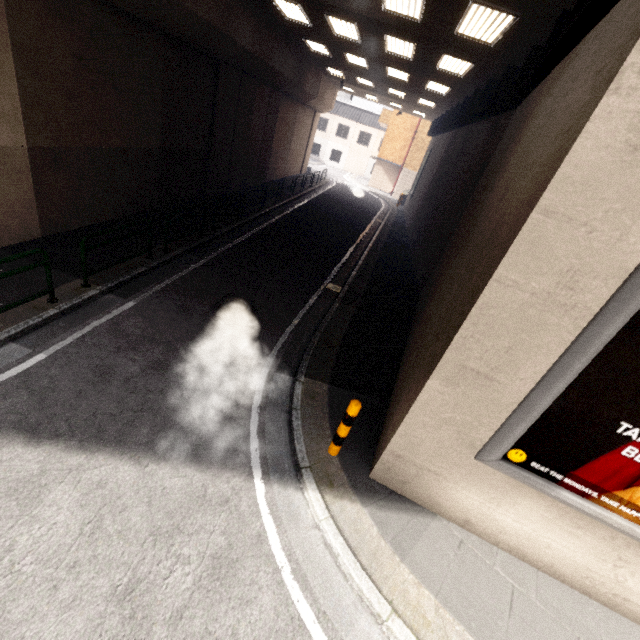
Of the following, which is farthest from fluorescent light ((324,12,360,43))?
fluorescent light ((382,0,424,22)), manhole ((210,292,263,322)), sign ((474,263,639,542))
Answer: sign ((474,263,639,542))

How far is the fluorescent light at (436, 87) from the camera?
13.5 meters

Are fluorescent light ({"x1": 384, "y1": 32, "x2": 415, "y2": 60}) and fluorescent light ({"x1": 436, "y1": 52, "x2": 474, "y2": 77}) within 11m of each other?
yes

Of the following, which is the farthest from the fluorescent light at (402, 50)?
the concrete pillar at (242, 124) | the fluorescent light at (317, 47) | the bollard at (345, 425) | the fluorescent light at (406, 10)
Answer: the bollard at (345, 425)

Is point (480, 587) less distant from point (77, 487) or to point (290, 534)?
point (290, 534)

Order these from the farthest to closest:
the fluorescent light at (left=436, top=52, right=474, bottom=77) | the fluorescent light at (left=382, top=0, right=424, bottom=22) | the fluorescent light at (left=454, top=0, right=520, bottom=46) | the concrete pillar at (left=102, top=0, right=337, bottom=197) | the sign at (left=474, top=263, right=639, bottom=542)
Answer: the fluorescent light at (left=436, top=52, right=474, bottom=77) < the concrete pillar at (left=102, top=0, right=337, bottom=197) < the fluorescent light at (left=382, top=0, right=424, bottom=22) < the fluorescent light at (left=454, top=0, right=520, bottom=46) < the sign at (left=474, top=263, right=639, bottom=542)

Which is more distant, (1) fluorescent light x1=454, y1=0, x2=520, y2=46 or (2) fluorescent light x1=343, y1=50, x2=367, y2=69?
(2) fluorescent light x1=343, y1=50, x2=367, y2=69

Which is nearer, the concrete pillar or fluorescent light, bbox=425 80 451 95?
the concrete pillar
